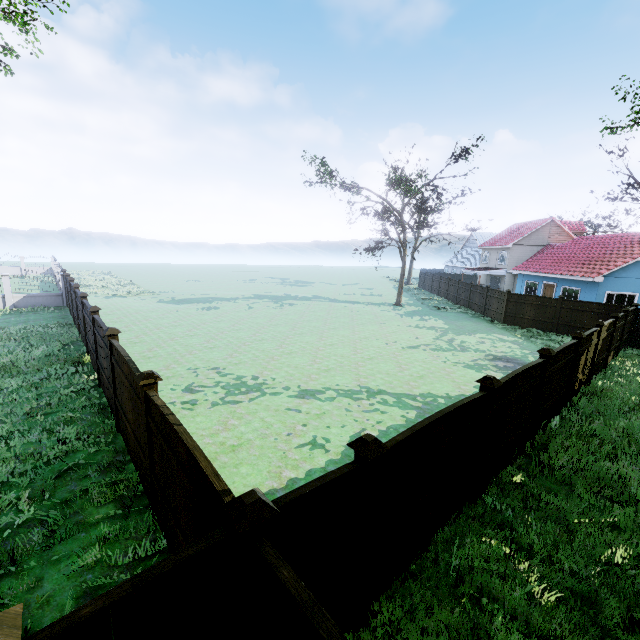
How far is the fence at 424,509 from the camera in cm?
387

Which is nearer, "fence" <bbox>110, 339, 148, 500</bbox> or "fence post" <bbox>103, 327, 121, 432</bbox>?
"fence" <bbox>110, 339, 148, 500</bbox>

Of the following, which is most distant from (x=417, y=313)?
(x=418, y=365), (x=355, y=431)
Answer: (x=355, y=431)

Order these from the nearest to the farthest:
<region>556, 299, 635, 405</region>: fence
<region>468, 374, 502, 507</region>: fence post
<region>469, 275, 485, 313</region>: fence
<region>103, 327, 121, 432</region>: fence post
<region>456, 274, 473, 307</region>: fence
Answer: <region>468, 374, 502, 507</region>: fence post
<region>103, 327, 121, 432</region>: fence post
<region>556, 299, 635, 405</region>: fence
<region>469, 275, 485, 313</region>: fence
<region>456, 274, 473, 307</region>: fence

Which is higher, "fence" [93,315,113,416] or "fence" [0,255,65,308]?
"fence" [93,315,113,416]

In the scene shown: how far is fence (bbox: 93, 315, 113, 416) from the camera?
8.14m

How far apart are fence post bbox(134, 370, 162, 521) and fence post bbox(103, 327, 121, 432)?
3.0m
